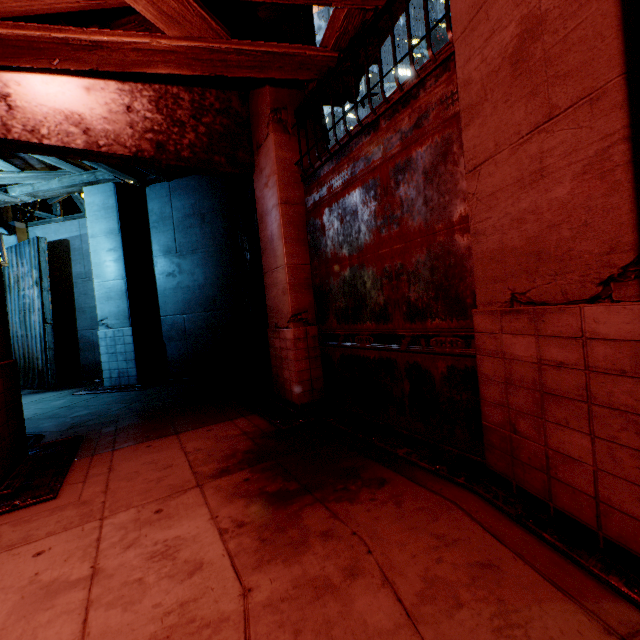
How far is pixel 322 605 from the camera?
1.90m
